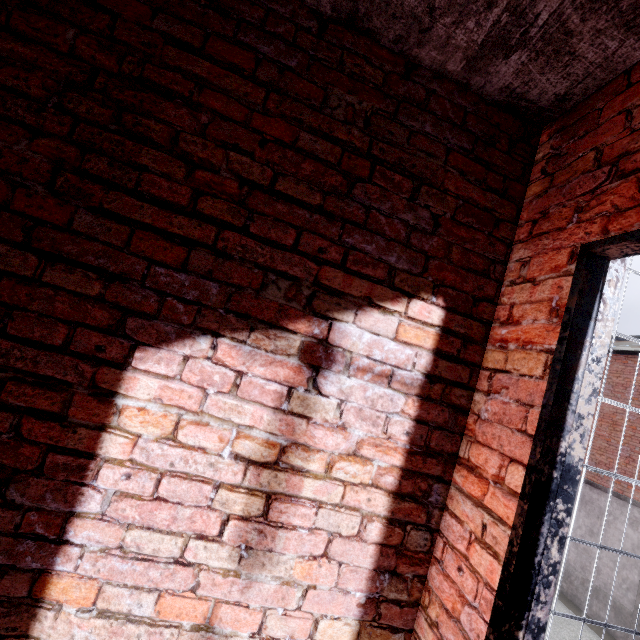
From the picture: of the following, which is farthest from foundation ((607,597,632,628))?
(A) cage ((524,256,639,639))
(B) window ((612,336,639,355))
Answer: (A) cage ((524,256,639,639))

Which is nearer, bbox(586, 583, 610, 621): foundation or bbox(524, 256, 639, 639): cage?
bbox(524, 256, 639, 639): cage

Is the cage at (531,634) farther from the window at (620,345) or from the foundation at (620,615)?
the foundation at (620,615)

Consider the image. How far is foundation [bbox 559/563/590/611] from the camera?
10.78m

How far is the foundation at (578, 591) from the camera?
10.8 meters

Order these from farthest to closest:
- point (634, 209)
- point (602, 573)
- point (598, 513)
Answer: point (598, 513) < point (602, 573) < point (634, 209)
